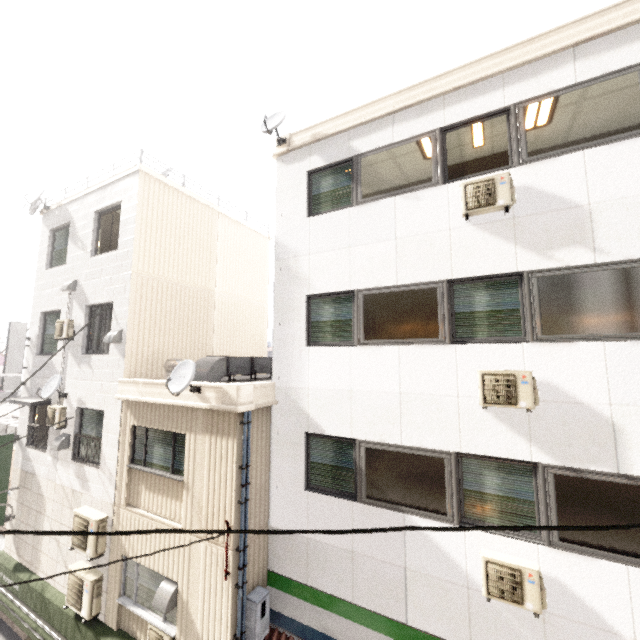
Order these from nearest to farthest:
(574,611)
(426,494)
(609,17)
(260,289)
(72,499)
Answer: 1. (574,611)
2. (609,17)
3. (426,494)
4. (72,499)
5. (260,289)

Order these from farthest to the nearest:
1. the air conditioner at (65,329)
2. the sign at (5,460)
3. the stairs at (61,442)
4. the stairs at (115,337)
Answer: the sign at (5,460)
the air conditioner at (65,329)
the stairs at (61,442)
the stairs at (115,337)

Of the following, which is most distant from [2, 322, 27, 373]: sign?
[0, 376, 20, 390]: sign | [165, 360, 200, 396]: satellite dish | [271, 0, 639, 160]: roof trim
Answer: [271, 0, 639, 160]: roof trim

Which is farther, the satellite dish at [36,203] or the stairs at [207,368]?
the satellite dish at [36,203]

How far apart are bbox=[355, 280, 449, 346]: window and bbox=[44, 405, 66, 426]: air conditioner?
8.9m

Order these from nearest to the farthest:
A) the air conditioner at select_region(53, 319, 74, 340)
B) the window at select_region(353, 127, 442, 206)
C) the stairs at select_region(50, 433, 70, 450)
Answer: the window at select_region(353, 127, 442, 206) < the stairs at select_region(50, 433, 70, 450) < the air conditioner at select_region(53, 319, 74, 340)

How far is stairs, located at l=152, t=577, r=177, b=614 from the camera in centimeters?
648cm

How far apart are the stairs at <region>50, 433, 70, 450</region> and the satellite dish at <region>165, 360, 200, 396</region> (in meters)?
5.25
